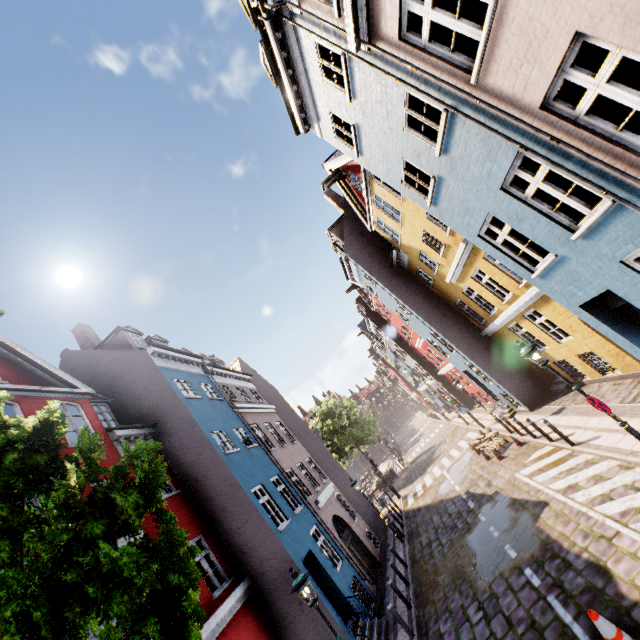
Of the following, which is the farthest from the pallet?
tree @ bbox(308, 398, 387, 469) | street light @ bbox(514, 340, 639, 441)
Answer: tree @ bbox(308, 398, 387, 469)

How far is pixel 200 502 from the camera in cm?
1196

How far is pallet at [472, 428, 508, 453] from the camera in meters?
15.9

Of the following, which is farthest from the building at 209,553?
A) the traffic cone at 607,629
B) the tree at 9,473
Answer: the tree at 9,473

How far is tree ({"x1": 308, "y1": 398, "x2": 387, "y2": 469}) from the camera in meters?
35.1

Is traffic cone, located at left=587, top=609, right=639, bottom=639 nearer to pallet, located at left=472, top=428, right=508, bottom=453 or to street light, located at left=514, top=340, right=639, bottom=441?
street light, located at left=514, top=340, right=639, bottom=441

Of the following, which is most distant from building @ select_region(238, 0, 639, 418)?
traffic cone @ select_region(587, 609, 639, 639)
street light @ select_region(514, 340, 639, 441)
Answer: traffic cone @ select_region(587, 609, 639, 639)

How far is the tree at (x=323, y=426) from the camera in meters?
35.1 m
